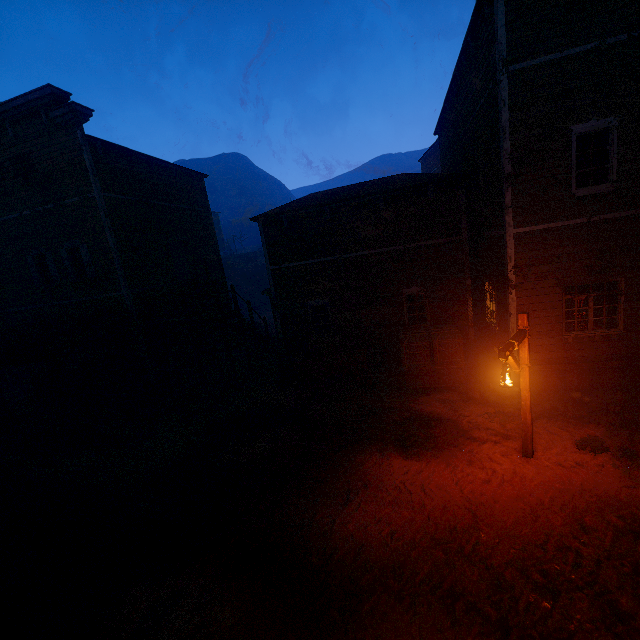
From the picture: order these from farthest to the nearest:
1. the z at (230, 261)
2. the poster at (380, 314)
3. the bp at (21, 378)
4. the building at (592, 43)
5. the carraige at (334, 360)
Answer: the z at (230, 261), the bp at (21, 378), the poster at (380, 314), the carraige at (334, 360), the building at (592, 43)

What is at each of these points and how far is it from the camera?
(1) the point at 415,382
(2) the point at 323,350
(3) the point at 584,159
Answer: (1) wooden box, 11.4m
(2) barrel, 11.8m
(3) wooden box, 8.5m

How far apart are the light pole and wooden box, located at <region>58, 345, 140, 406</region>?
13.1 meters

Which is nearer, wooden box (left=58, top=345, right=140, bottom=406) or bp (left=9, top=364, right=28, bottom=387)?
wooden box (left=58, top=345, right=140, bottom=406)

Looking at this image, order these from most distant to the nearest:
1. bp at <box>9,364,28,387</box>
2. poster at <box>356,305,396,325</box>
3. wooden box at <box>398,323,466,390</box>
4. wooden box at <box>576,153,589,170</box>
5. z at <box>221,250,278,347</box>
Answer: z at <box>221,250,278,347</box>
bp at <box>9,364,28,387</box>
poster at <box>356,305,396,325</box>
wooden box at <box>398,323,466,390</box>
wooden box at <box>576,153,589,170</box>

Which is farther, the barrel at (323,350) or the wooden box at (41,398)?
the wooden box at (41,398)

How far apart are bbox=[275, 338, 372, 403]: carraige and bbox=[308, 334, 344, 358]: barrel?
0.04m

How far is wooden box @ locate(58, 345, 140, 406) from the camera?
12.3m
